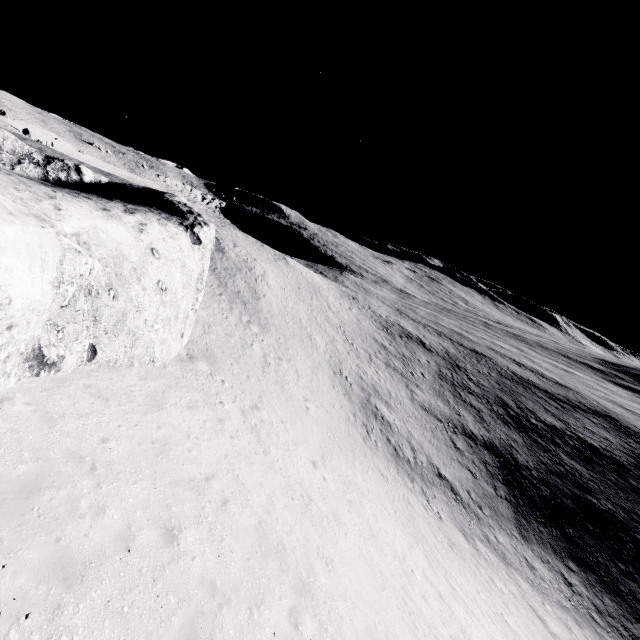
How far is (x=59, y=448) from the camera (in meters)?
7.45
